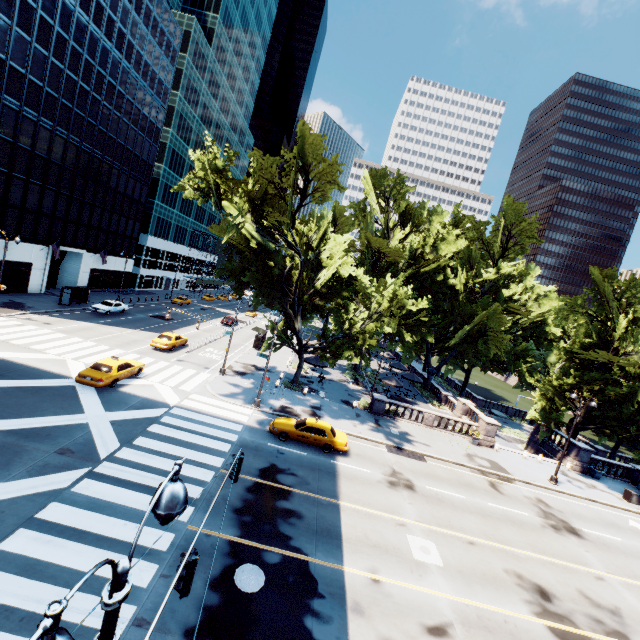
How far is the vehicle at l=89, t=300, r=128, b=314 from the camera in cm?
3850

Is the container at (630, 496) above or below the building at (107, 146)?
below

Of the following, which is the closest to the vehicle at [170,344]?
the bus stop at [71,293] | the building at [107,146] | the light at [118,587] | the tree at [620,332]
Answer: the tree at [620,332]

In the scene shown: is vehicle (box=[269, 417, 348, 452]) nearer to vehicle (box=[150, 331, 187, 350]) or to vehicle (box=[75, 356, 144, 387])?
vehicle (box=[75, 356, 144, 387])

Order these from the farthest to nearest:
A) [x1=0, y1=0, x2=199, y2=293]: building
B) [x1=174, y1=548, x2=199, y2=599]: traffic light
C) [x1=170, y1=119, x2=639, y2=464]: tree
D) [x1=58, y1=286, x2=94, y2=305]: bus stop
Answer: [x1=58, y1=286, x2=94, y2=305]: bus stop → [x1=0, y1=0, x2=199, y2=293]: building → [x1=170, y1=119, x2=639, y2=464]: tree → [x1=174, y1=548, x2=199, y2=599]: traffic light

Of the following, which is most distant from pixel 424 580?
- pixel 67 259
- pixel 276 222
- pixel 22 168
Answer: pixel 67 259

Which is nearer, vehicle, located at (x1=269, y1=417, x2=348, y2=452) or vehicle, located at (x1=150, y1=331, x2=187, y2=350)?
vehicle, located at (x1=269, y1=417, x2=348, y2=452)

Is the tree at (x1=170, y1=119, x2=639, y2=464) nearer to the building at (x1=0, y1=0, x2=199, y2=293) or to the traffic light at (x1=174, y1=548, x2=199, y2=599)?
the traffic light at (x1=174, y1=548, x2=199, y2=599)
